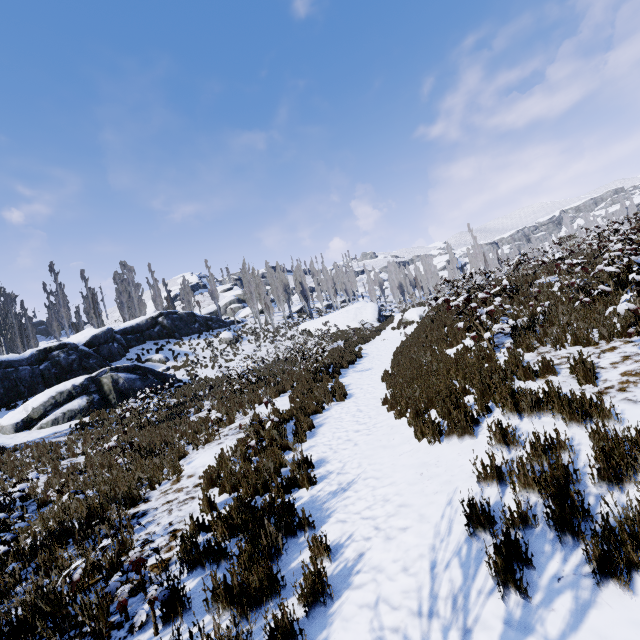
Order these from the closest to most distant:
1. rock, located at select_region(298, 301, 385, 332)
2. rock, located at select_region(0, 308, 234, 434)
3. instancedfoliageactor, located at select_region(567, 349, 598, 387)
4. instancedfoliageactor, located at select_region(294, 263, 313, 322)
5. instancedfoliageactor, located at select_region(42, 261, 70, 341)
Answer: instancedfoliageactor, located at select_region(567, 349, 598, 387)
rock, located at select_region(0, 308, 234, 434)
instancedfoliageactor, located at select_region(42, 261, 70, 341)
rock, located at select_region(298, 301, 385, 332)
instancedfoliageactor, located at select_region(294, 263, 313, 322)

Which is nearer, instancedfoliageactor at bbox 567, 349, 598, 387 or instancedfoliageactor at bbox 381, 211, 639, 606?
instancedfoliageactor at bbox 381, 211, 639, 606

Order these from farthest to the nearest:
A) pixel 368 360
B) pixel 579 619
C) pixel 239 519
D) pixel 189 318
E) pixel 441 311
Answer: pixel 189 318 → pixel 368 360 → pixel 441 311 → pixel 239 519 → pixel 579 619

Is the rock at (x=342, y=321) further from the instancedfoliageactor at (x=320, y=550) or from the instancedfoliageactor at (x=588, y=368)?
the instancedfoliageactor at (x=320, y=550)

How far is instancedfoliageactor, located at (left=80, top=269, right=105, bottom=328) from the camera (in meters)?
38.03

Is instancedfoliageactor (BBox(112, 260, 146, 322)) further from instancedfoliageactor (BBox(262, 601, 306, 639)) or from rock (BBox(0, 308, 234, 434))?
instancedfoliageactor (BBox(262, 601, 306, 639))

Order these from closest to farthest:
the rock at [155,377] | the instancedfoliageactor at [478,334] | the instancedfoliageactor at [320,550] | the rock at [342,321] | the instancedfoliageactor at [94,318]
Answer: the instancedfoliageactor at [478,334]
the instancedfoliageactor at [320,550]
the rock at [155,377]
the rock at [342,321]
the instancedfoliageactor at [94,318]
